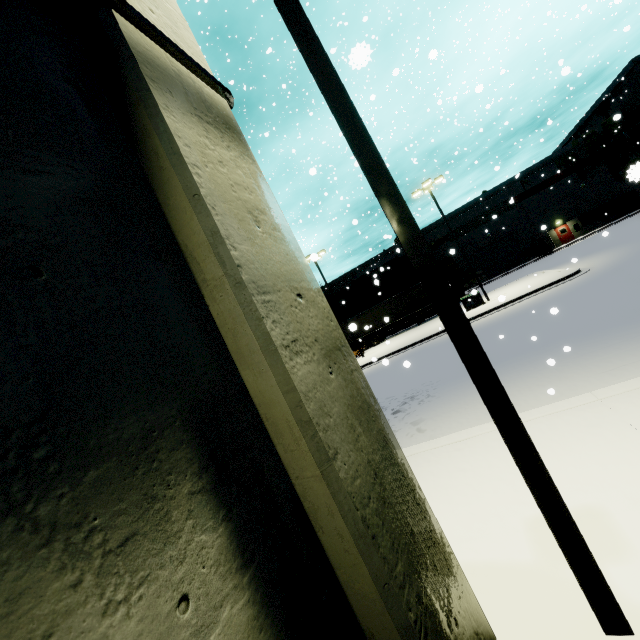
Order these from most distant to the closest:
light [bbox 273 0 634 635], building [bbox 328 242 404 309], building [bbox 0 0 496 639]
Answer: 1. building [bbox 328 242 404 309]
2. light [bbox 273 0 634 635]
3. building [bbox 0 0 496 639]

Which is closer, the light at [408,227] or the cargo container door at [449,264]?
the light at [408,227]

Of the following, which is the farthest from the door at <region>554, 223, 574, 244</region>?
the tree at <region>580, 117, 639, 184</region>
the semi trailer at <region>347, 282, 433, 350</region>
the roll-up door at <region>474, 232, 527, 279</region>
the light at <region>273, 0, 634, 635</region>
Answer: the light at <region>273, 0, 634, 635</region>

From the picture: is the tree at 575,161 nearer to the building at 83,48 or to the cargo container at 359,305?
the building at 83,48

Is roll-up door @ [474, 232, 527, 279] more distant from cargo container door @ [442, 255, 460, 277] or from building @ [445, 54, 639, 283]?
cargo container door @ [442, 255, 460, 277]

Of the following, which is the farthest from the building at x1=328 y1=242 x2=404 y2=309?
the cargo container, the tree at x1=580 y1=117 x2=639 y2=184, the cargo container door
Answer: the cargo container door

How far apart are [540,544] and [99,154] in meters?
4.8 m

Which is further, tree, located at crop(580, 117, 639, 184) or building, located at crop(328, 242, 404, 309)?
building, located at crop(328, 242, 404, 309)
